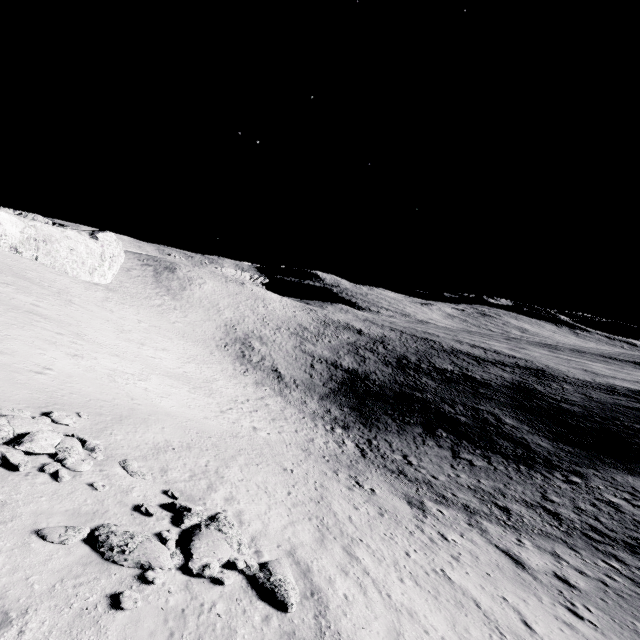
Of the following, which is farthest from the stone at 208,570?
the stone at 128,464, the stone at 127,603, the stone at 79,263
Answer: the stone at 79,263

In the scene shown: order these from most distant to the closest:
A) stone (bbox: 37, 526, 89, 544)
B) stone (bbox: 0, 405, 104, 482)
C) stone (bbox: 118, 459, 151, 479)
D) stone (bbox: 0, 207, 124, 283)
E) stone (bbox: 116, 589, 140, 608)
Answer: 1. stone (bbox: 0, 207, 124, 283)
2. stone (bbox: 118, 459, 151, 479)
3. stone (bbox: 0, 405, 104, 482)
4. stone (bbox: 37, 526, 89, 544)
5. stone (bbox: 116, 589, 140, 608)

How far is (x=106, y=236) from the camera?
48.0m

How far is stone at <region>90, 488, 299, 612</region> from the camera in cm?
830

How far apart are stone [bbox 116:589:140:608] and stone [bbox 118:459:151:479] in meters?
5.7

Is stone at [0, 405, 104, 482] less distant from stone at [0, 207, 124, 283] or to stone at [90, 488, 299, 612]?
stone at [90, 488, 299, 612]

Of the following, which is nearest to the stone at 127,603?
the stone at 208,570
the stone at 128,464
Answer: the stone at 208,570

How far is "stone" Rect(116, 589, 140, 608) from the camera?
6.9 meters
